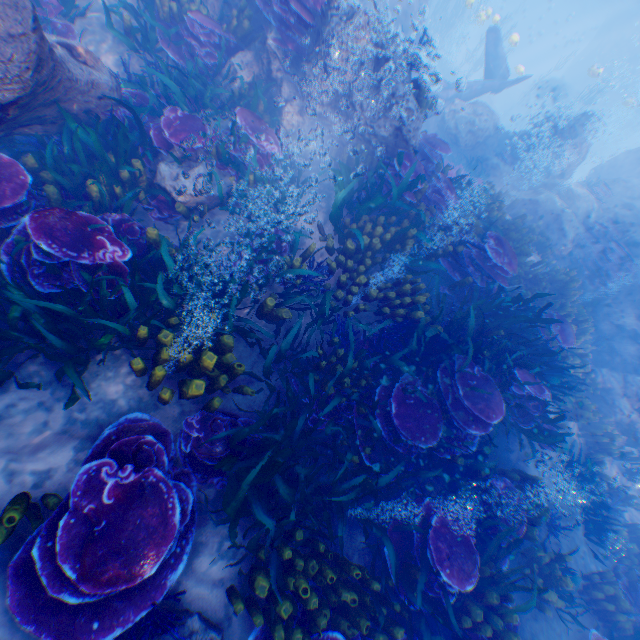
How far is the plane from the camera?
14.50m

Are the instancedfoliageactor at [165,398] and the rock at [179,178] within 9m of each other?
yes

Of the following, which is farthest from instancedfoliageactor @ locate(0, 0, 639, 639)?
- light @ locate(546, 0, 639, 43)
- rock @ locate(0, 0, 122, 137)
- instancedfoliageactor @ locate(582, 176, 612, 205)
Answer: instancedfoliageactor @ locate(582, 176, 612, 205)

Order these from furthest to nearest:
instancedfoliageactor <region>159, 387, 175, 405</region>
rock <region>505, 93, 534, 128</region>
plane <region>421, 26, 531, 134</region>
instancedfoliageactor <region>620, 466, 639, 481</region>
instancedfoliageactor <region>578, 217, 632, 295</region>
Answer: rock <region>505, 93, 534, 128</region> → plane <region>421, 26, 531, 134</region> → instancedfoliageactor <region>578, 217, 632, 295</region> → instancedfoliageactor <region>620, 466, 639, 481</region> → instancedfoliageactor <region>159, 387, 175, 405</region>

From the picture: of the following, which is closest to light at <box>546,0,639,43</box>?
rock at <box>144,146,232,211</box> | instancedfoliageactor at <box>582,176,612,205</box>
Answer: instancedfoliageactor at <box>582,176,612,205</box>

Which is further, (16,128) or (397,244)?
(397,244)

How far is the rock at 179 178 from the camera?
5.1 meters

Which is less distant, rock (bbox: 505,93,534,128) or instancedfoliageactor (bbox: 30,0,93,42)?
instancedfoliageactor (bbox: 30,0,93,42)
